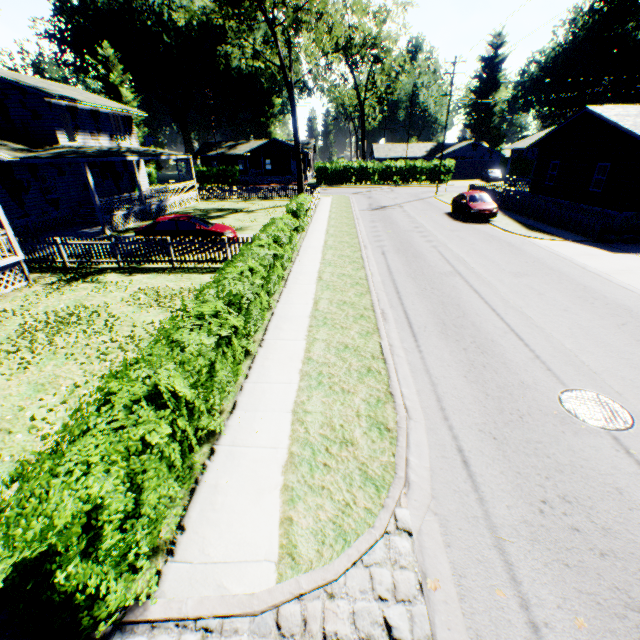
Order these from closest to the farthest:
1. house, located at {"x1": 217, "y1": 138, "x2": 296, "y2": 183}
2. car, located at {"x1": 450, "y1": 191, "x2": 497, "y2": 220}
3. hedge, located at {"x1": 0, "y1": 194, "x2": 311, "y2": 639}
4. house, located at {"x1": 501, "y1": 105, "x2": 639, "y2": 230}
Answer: hedge, located at {"x1": 0, "y1": 194, "x2": 311, "y2": 639}, house, located at {"x1": 501, "y1": 105, "x2": 639, "y2": 230}, car, located at {"x1": 450, "y1": 191, "x2": 497, "y2": 220}, house, located at {"x1": 217, "y1": 138, "x2": 296, "y2": 183}

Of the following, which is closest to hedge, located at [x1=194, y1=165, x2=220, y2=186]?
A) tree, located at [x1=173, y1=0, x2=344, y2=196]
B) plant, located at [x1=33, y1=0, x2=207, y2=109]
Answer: plant, located at [x1=33, y1=0, x2=207, y2=109]

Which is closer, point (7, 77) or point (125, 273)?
point (125, 273)

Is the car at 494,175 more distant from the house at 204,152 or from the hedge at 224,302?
the hedge at 224,302

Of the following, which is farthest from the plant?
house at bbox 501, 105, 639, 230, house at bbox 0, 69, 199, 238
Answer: house at bbox 501, 105, 639, 230

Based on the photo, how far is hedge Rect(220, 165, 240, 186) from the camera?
48.47m

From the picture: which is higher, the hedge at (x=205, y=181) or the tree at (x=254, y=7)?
the tree at (x=254, y=7)

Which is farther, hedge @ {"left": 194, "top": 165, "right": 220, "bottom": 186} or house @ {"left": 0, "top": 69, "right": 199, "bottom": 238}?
hedge @ {"left": 194, "top": 165, "right": 220, "bottom": 186}
